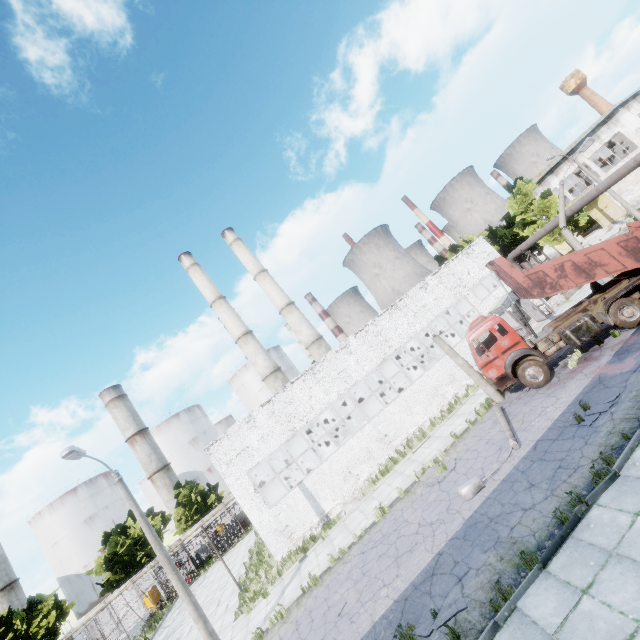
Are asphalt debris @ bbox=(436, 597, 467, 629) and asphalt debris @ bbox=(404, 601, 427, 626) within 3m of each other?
yes

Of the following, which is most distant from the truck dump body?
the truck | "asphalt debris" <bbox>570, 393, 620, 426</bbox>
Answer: "asphalt debris" <bbox>570, 393, 620, 426</bbox>

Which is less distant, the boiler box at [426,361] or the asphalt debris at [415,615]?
the asphalt debris at [415,615]

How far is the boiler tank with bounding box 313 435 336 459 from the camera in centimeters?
2614cm

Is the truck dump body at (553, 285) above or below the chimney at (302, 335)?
below

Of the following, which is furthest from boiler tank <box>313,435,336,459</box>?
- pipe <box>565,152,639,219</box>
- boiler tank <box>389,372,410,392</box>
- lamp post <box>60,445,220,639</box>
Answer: pipe <box>565,152,639,219</box>

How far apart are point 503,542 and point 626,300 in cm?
1147

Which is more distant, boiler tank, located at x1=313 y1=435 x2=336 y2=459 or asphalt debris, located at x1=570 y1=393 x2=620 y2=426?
boiler tank, located at x1=313 y1=435 x2=336 y2=459
